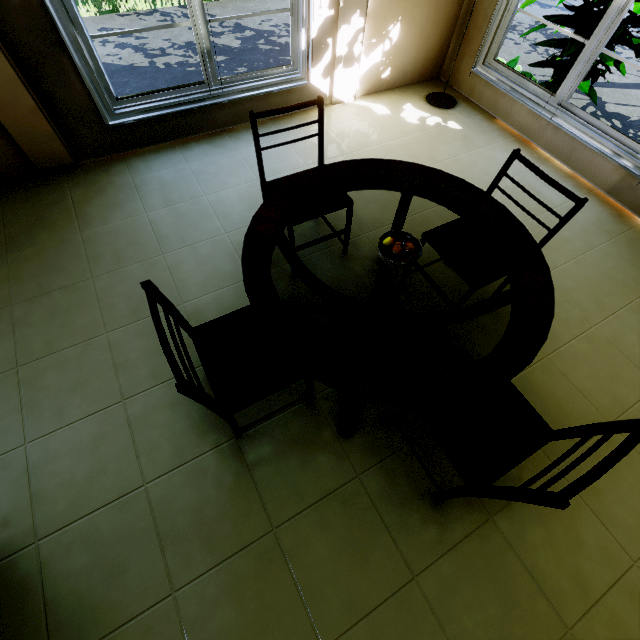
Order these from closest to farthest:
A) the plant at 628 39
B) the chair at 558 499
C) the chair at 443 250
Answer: the chair at 558 499 → the chair at 443 250 → the plant at 628 39

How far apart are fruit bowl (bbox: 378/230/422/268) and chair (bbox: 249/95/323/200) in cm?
76

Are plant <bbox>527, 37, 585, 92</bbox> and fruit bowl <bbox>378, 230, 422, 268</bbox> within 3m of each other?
no

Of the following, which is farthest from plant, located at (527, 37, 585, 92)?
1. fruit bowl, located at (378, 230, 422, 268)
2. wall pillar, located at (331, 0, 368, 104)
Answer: fruit bowl, located at (378, 230, 422, 268)

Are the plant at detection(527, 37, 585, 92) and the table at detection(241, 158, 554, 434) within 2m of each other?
no

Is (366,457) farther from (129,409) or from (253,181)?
(253,181)

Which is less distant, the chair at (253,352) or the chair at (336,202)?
the chair at (253,352)

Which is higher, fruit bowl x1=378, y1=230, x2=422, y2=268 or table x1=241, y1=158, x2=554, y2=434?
fruit bowl x1=378, y1=230, x2=422, y2=268
